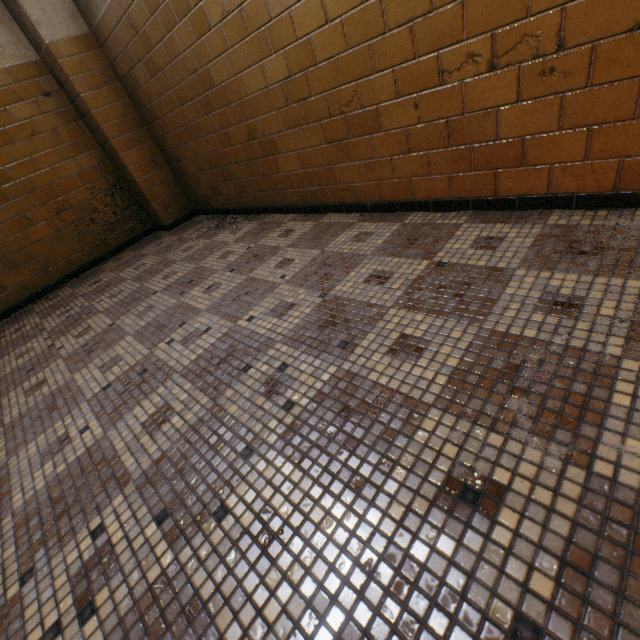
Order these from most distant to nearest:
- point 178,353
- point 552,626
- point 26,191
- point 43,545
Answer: point 26,191, point 178,353, point 43,545, point 552,626
